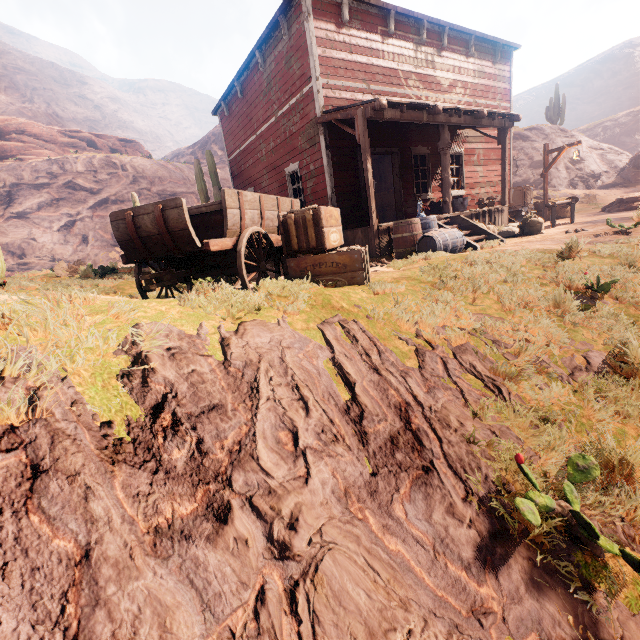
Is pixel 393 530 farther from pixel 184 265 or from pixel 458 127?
pixel 458 127

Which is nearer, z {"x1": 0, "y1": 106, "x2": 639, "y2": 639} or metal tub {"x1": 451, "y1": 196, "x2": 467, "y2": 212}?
z {"x1": 0, "y1": 106, "x2": 639, "y2": 639}

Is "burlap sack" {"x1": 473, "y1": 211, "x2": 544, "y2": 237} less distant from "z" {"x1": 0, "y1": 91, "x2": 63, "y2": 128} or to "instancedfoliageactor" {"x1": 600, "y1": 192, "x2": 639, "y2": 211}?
"z" {"x1": 0, "y1": 91, "x2": 63, "y2": 128}

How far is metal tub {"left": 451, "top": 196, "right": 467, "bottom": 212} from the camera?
11.0 meters

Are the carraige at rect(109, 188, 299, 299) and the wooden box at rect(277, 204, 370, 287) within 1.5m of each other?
yes

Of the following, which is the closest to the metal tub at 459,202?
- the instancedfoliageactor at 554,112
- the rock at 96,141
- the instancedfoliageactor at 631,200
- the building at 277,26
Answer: the building at 277,26

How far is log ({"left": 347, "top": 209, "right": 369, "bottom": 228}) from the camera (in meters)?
9.53

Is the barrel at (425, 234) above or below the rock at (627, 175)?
below
